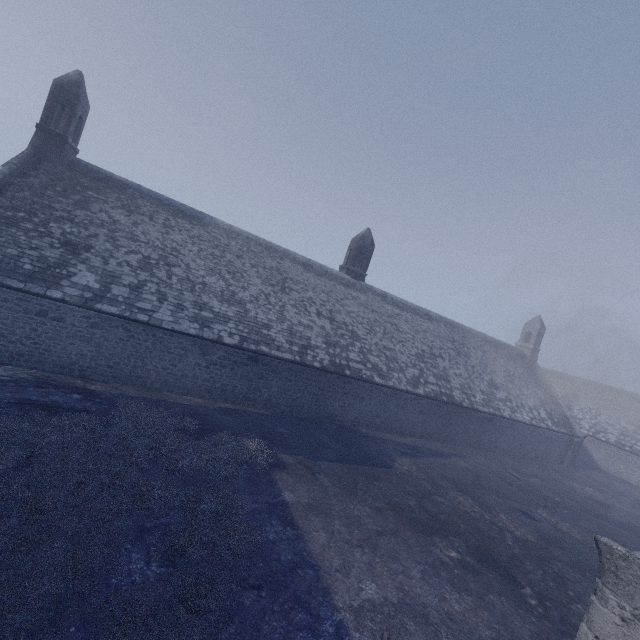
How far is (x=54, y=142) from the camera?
15.74m

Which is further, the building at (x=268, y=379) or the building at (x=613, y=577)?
the building at (x=268, y=379)

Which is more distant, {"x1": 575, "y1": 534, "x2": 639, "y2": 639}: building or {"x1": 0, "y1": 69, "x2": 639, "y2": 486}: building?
{"x1": 0, "y1": 69, "x2": 639, "y2": 486}: building
